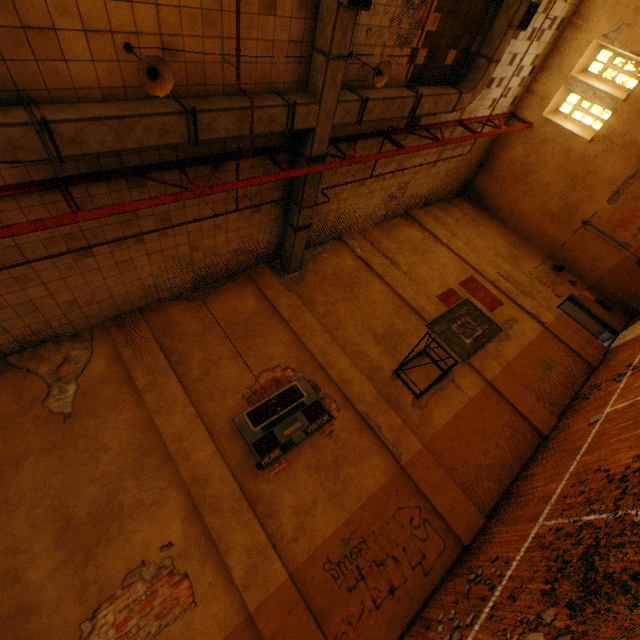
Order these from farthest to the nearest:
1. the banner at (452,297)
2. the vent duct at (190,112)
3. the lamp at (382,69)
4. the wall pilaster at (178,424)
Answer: the banner at (452,297) < the lamp at (382,69) < the wall pilaster at (178,424) < the vent duct at (190,112)

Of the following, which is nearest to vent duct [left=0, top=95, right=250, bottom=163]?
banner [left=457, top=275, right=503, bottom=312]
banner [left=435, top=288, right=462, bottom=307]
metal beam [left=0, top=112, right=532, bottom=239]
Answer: metal beam [left=0, top=112, right=532, bottom=239]

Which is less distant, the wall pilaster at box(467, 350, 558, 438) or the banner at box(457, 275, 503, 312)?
the wall pilaster at box(467, 350, 558, 438)

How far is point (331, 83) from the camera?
6.3 meters

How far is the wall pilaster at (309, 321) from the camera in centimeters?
705cm

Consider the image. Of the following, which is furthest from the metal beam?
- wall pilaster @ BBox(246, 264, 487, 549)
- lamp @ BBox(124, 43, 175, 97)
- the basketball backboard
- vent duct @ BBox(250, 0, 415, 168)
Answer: the basketball backboard

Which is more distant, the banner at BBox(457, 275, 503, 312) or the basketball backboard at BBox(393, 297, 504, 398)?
the banner at BBox(457, 275, 503, 312)

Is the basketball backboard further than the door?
No
